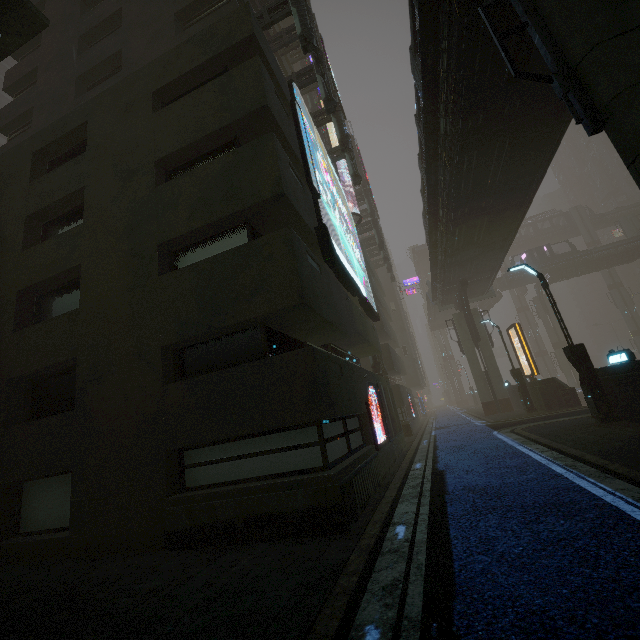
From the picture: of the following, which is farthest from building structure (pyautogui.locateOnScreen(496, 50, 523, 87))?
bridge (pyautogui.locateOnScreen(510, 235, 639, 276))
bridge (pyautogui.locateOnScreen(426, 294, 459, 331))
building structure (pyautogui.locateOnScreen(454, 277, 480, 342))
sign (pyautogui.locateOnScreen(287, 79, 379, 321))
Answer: bridge (pyautogui.locateOnScreen(510, 235, 639, 276))

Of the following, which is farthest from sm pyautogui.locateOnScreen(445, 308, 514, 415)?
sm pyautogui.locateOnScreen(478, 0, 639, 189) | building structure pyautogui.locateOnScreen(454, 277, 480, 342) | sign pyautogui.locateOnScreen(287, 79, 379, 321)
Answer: sm pyautogui.locateOnScreen(478, 0, 639, 189)

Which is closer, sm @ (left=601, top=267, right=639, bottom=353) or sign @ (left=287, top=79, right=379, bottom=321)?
sign @ (left=287, top=79, right=379, bottom=321)

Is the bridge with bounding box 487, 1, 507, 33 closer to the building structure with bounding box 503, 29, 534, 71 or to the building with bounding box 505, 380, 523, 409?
the building structure with bounding box 503, 29, 534, 71

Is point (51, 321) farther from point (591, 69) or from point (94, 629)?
point (591, 69)

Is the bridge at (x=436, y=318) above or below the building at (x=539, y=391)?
above

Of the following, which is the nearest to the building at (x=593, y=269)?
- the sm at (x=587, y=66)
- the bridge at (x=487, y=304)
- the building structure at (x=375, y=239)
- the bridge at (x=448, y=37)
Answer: the bridge at (x=487, y=304)

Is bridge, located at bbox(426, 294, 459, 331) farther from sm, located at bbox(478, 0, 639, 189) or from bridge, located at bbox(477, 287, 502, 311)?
sm, located at bbox(478, 0, 639, 189)
